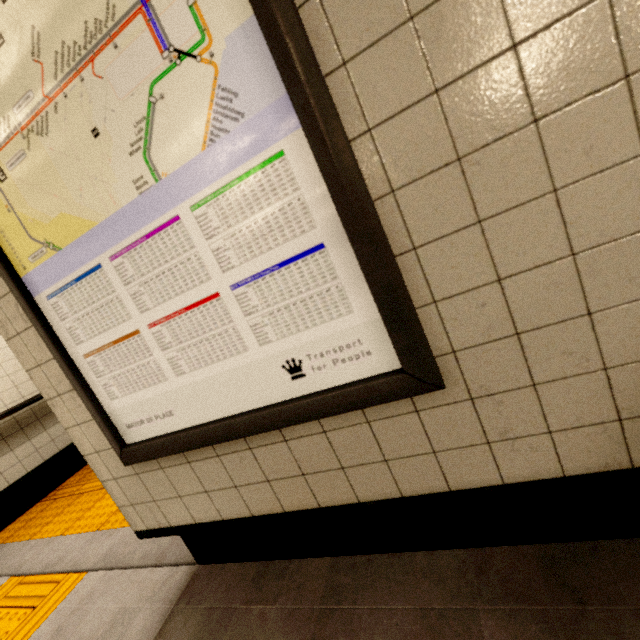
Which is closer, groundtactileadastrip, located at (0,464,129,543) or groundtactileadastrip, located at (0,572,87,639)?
groundtactileadastrip, located at (0,572,87,639)

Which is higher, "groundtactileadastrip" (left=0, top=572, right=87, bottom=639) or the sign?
the sign

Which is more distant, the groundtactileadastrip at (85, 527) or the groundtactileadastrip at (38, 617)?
the groundtactileadastrip at (85, 527)

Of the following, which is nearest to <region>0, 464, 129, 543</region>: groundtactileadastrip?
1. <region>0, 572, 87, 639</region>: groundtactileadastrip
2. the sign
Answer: <region>0, 572, 87, 639</region>: groundtactileadastrip

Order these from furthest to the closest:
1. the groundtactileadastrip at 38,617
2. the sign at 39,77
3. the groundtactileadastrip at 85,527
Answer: the groundtactileadastrip at 85,527
the groundtactileadastrip at 38,617
the sign at 39,77

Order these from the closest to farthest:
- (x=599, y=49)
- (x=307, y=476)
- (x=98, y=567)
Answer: (x=599, y=49) → (x=307, y=476) → (x=98, y=567)

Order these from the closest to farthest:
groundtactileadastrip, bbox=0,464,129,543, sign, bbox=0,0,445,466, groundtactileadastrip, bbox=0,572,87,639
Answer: sign, bbox=0,0,445,466 < groundtactileadastrip, bbox=0,572,87,639 < groundtactileadastrip, bbox=0,464,129,543
